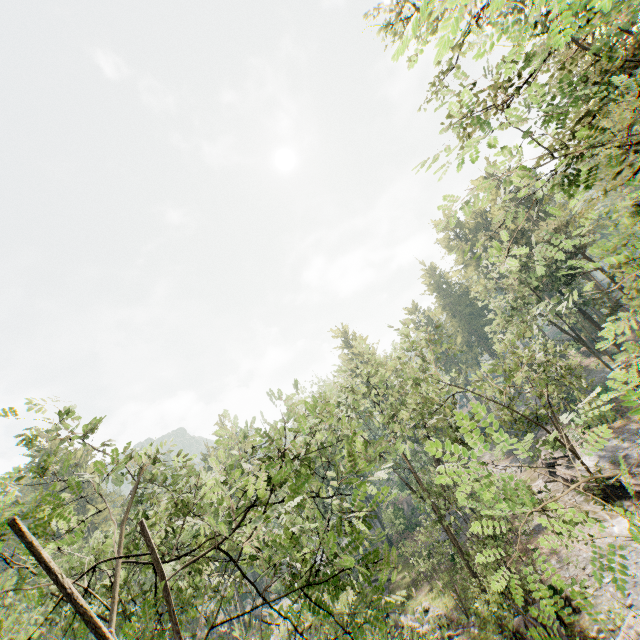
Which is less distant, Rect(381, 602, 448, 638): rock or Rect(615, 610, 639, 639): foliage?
Rect(615, 610, 639, 639): foliage

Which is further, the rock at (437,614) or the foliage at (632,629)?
the rock at (437,614)

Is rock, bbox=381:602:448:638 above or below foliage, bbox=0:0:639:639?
below

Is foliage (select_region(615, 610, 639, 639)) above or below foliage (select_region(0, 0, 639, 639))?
below

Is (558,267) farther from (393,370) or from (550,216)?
(393,370)

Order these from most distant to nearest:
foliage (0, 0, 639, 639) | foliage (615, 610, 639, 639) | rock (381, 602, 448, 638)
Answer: rock (381, 602, 448, 638), foliage (615, 610, 639, 639), foliage (0, 0, 639, 639)

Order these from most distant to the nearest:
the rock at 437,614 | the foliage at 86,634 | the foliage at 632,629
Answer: the rock at 437,614 < the foliage at 632,629 < the foliage at 86,634
